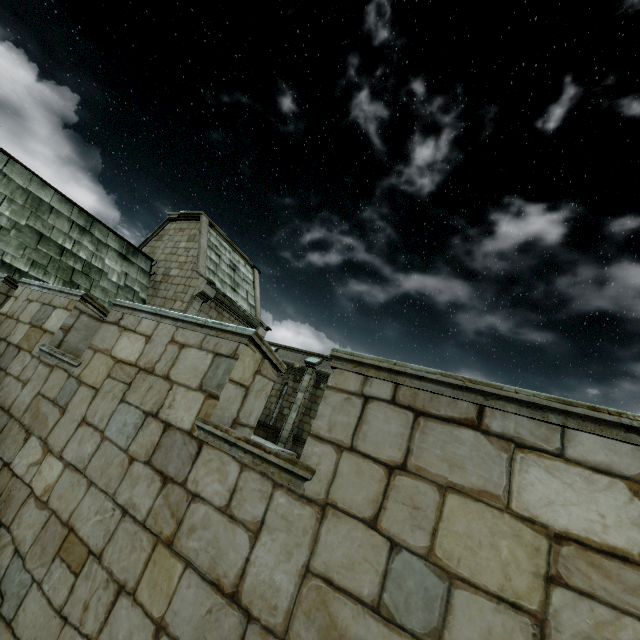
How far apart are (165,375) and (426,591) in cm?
265
